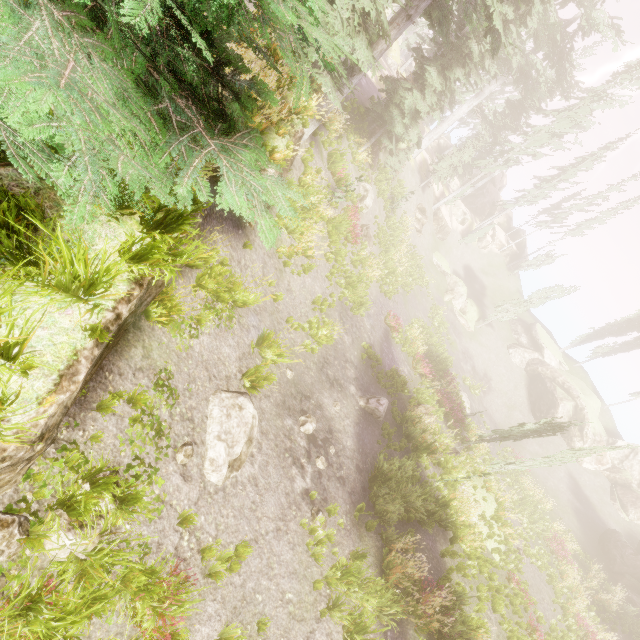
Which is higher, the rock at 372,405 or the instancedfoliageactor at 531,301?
the instancedfoliageactor at 531,301

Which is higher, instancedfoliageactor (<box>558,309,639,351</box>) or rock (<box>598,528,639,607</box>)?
instancedfoliageactor (<box>558,309,639,351</box>)

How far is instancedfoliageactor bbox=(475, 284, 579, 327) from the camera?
33.16m

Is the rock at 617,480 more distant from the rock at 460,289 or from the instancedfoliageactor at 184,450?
the rock at 460,289

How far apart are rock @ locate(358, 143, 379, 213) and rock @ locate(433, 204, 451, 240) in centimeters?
1833cm

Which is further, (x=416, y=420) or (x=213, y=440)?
(x=416, y=420)

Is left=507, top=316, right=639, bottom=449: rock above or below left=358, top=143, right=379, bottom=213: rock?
above

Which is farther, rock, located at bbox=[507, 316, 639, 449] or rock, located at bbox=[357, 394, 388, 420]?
rock, located at bbox=[507, 316, 639, 449]
